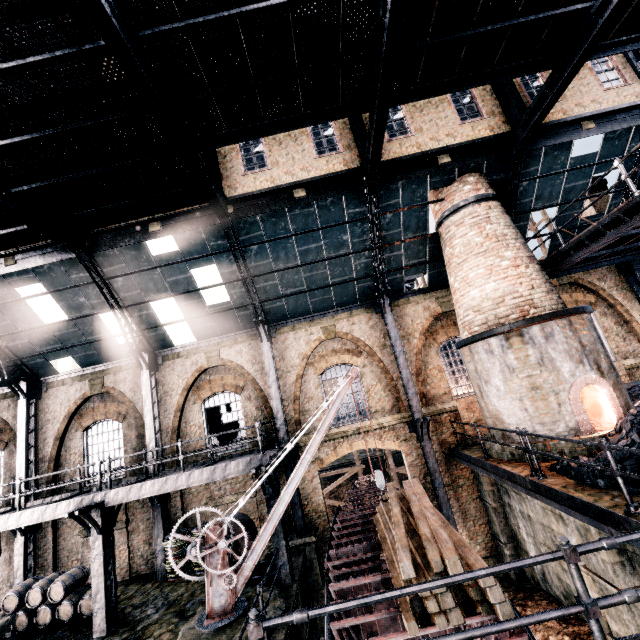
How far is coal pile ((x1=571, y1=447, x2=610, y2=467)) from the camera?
7.4m

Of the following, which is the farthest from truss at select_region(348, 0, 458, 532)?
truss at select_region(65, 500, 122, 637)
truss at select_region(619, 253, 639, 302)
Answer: truss at select_region(619, 253, 639, 302)

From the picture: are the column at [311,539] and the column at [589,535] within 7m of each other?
no

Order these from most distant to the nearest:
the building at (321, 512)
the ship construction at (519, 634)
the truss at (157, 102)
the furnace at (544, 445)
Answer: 1. the building at (321, 512)
2. the furnace at (544, 445)
3. the truss at (157, 102)
4. the ship construction at (519, 634)

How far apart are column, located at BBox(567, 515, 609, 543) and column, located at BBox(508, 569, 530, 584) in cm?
500

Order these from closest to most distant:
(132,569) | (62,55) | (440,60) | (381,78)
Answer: (62,55) → (381,78) → (440,60) → (132,569)

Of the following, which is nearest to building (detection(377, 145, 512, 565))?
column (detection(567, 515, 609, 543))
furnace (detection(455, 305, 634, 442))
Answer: furnace (detection(455, 305, 634, 442))

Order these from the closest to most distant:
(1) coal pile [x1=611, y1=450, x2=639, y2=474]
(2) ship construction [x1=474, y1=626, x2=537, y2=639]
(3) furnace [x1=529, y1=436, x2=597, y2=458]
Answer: (2) ship construction [x1=474, y1=626, x2=537, y2=639]
(1) coal pile [x1=611, y1=450, x2=639, y2=474]
(3) furnace [x1=529, y1=436, x2=597, y2=458]
